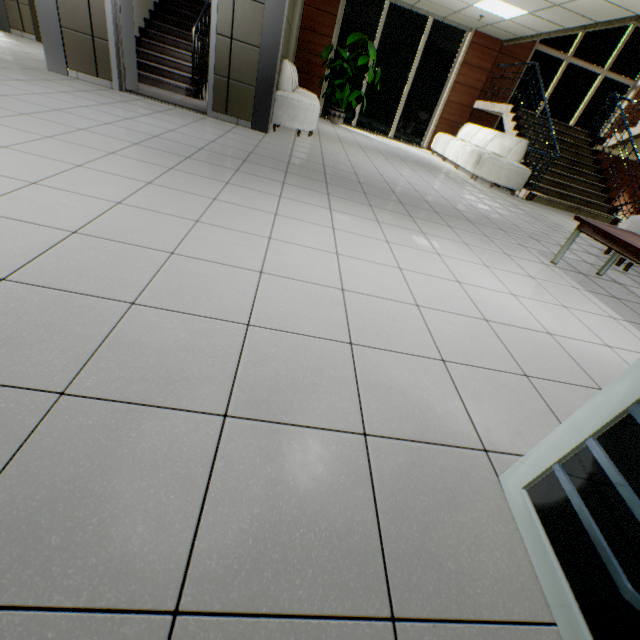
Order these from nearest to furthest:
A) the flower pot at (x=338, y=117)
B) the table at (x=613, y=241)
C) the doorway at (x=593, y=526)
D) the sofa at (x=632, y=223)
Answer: the doorway at (x=593, y=526)
the table at (x=613, y=241)
the sofa at (x=632, y=223)
the flower pot at (x=338, y=117)

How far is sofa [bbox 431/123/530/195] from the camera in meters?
7.3 m

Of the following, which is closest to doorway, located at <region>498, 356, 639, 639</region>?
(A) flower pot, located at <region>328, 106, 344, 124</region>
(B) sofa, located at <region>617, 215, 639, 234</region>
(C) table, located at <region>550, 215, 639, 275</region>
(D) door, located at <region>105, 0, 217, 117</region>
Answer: (B) sofa, located at <region>617, 215, 639, 234</region>

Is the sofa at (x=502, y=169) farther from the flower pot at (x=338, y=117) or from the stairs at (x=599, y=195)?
the flower pot at (x=338, y=117)

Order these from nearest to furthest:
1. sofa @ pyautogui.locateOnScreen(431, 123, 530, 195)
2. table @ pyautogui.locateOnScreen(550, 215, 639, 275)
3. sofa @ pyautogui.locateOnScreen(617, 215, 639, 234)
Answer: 1. table @ pyautogui.locateOnScreen(550, 215, 639, 275)
2. sofa @ pyautogui.locateOnScreen(617, 215, 639, 234)
3. sofa @ pyautogui.locateOnScreen(431, 123, 530, 195)

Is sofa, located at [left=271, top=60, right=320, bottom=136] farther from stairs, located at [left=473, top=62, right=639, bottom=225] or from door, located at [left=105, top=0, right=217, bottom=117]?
stairs, located at [left=473, top=62, right=639, bottom=225]

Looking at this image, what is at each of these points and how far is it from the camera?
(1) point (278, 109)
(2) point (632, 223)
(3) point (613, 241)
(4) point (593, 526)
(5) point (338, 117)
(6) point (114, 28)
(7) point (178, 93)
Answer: (1) sofa, 5.7 meters
(2) sofa, 4.4 meters
(3) table, 3.1 meters
(4) doorway, 0.8 meters
(5) flower pot, 9.8 meters
(6) door, 4.8 meters
(7) stairs, 6.6 meters

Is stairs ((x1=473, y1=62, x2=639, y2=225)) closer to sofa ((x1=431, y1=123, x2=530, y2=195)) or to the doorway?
sofa ((x1=431, y1=123, x2=530, y2=195))
